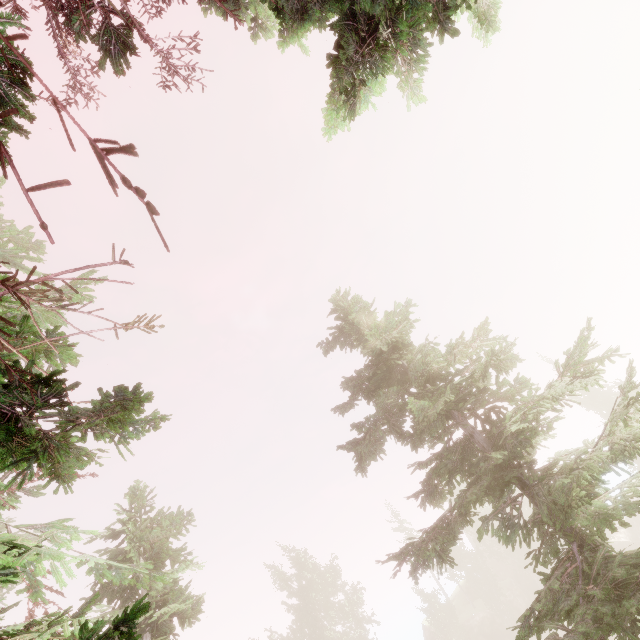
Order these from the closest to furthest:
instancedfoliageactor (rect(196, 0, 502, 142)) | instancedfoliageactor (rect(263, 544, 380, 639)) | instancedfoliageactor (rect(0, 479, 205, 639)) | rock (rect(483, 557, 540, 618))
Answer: instancedfoliageactor (rect(0, 479, 205, 639)), instancedfoliageactor (rect(196, 0, 502, 142)), instancedfoliageactor (rect(263, 544, 380, 639)), rock (rect(483, 557, 540, 618))

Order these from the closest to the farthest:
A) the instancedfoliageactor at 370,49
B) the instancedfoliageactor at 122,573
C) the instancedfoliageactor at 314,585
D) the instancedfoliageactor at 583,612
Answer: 1. the instancedfoliageactor at 122,573
2. the instancedfoliageactor at 370,49
3. the instancedfoliageactor at 583,612
4. the instancedfoliageactor at 314,585

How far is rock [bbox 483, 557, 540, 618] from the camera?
41.88m

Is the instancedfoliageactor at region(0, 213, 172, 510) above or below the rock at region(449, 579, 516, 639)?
above

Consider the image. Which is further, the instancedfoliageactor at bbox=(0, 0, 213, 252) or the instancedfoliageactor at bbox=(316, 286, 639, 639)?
the instancedfoliageactor at bbox=(316, 286, 639, 639)

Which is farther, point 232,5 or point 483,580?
point 483,580

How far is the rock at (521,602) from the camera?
41.9m
